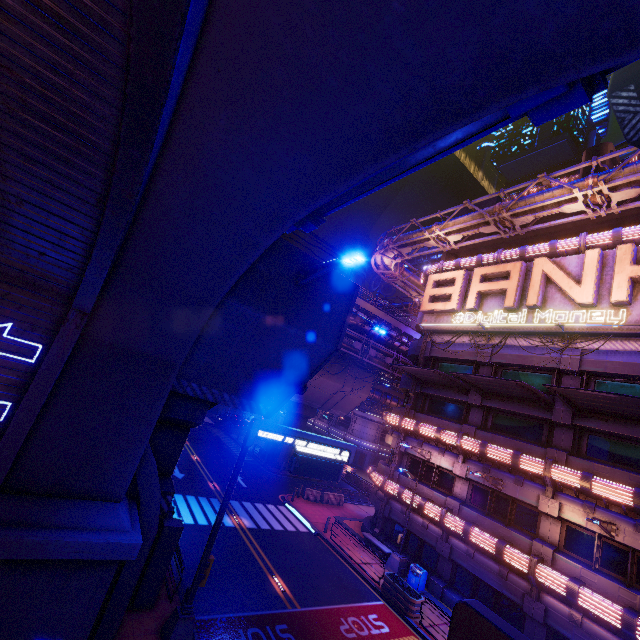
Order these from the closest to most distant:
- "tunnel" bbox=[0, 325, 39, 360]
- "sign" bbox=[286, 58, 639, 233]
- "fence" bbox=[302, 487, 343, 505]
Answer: "sign" bbox=[286, 58, 639, 233] < "tunnel" bbox=[0, 325, 39, 360] < "fence" bbox=[302, 487, 343, 505]

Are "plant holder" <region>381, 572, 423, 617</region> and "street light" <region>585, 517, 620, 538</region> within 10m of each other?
yes

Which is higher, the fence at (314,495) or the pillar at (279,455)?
the pillar at (279,455)

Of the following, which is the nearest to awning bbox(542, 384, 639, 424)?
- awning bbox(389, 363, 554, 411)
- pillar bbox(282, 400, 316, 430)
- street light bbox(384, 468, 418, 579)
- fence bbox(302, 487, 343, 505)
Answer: awning bbox(389, 363, 554, 411)

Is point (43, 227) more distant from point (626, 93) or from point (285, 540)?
point (285, 540)

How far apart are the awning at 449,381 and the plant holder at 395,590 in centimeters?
1149cm

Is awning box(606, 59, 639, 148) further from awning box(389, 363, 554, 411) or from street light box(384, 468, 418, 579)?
street light box(384, 468, 418, 579)

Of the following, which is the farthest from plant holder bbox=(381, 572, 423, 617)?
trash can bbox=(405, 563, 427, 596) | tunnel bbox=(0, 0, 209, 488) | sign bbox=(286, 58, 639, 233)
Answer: sign bbox=(286, 58, 639, 233)
